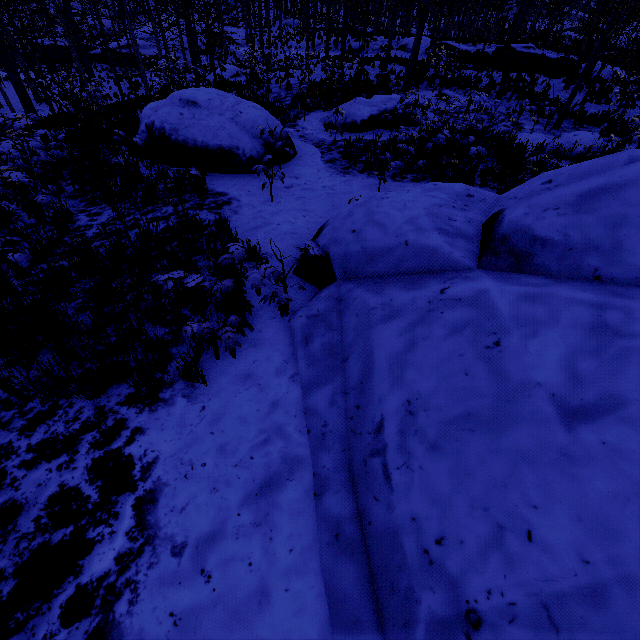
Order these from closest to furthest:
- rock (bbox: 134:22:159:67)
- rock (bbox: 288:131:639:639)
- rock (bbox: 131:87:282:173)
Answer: rock (bbox: 288:131:639:639), rock (bbox: 131:87:282:173), rock (bbox: 134:22:159:67)

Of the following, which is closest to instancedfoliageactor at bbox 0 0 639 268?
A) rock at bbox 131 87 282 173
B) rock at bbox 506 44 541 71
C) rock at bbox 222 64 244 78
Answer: rock at bbox 222 64 244 78

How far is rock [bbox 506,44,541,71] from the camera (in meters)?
21.38

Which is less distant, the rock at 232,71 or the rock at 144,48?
the rock at 232,71

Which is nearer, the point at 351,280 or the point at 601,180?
the point at 601,180

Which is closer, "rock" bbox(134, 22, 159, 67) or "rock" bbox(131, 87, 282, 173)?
"rock" bbox(131, 87, 282, 173)

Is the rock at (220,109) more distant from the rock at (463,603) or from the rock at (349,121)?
the rock at (463,603)

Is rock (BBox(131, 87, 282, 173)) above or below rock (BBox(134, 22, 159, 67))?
above
